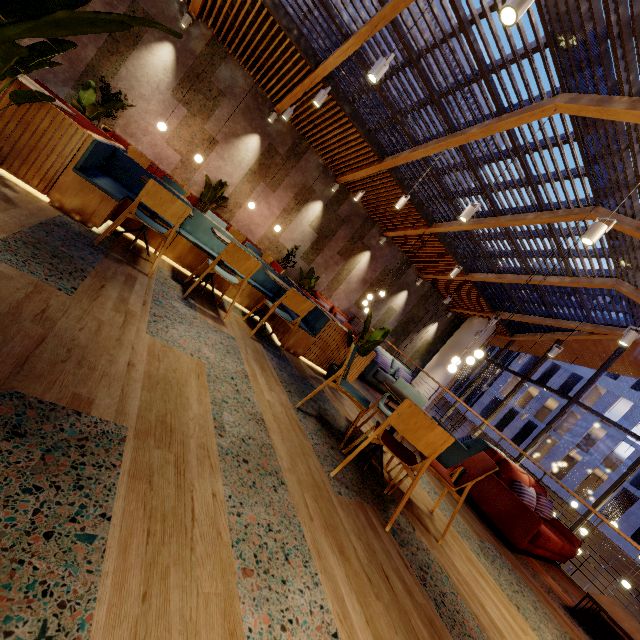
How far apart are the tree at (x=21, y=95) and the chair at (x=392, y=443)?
3.47m

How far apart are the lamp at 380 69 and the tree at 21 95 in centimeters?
315cm

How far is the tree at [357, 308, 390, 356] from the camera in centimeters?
496cm

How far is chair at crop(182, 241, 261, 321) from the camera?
3.7 meters

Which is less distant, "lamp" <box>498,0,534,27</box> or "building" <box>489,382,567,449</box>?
"lamp" <box>498,0,534,27</box>

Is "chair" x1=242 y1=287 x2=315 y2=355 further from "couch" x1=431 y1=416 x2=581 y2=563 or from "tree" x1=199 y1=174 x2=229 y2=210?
"tree" x1=199 y1=174 x2=229 y2=210

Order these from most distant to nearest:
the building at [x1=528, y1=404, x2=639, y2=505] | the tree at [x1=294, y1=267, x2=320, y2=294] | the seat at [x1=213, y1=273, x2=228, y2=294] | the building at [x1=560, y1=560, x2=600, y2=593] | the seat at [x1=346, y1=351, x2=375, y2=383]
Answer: the building at [x1=560, y1=560, x2=600, y2=593] → the building at [x1=528, y1=404, x2=639, y2=505] → the tree at [x1=294, y1=267, x2=320, y2=294] → the seat at [x1=346, y1=351, x2=375, y2=383] → the seat at [x1=213, y1=273, x2=228, y2=294]

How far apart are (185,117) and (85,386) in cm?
914
